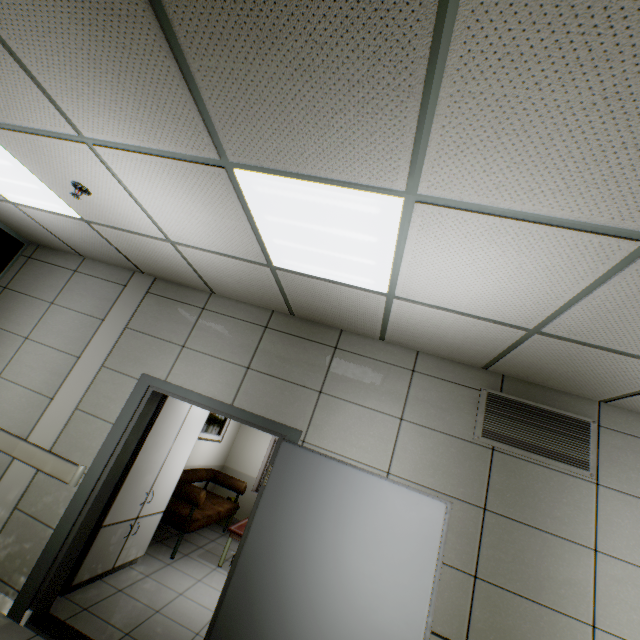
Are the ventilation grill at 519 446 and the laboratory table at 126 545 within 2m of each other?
no

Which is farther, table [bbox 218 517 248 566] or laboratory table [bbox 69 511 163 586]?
table [bbox 218 517 248 566]

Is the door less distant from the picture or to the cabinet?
the cabinet

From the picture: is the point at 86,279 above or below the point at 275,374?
above

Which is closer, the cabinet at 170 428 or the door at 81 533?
the door at 81 533

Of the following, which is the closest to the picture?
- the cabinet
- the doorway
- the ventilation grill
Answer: the cabinet

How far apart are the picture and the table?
1.6 meters

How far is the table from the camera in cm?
497
